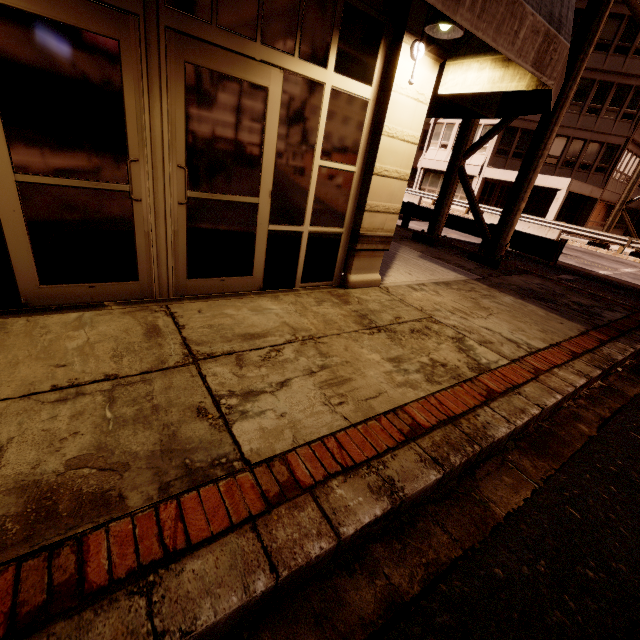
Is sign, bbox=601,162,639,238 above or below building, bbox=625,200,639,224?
above

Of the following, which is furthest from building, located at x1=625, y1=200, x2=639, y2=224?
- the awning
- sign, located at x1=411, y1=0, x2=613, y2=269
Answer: the awning

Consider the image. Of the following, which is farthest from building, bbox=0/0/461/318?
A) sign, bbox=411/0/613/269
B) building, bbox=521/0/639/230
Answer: building, bbox=521/0/639/230

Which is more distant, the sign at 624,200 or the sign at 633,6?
the sign at 624,200

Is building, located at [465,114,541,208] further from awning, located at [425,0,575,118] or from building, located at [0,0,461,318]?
building, located at [0,0,461,318]

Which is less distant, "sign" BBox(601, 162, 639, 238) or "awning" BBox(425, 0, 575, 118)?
"awning" BBox(425, 0, 575, 118)

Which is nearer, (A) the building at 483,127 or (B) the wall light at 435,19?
(B) the wall light at 435,19

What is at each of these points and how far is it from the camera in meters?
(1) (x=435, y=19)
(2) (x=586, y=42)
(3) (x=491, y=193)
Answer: (1) wall light, 3.6
(2) sign, 7.0
(3) building, 30.1
